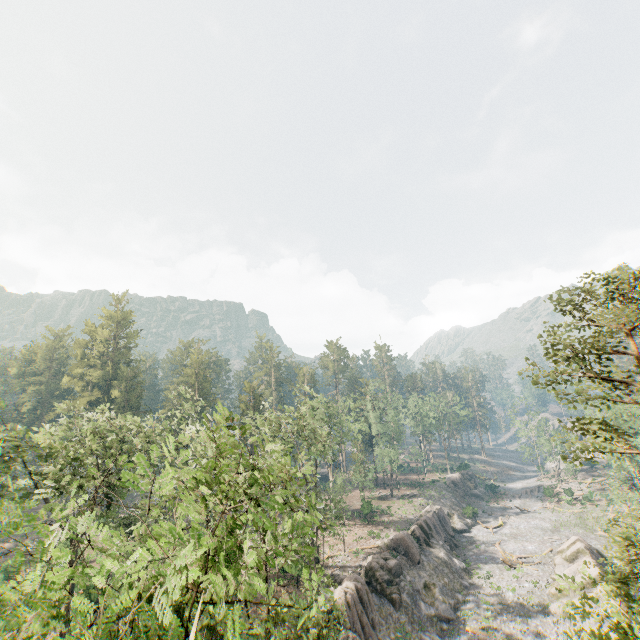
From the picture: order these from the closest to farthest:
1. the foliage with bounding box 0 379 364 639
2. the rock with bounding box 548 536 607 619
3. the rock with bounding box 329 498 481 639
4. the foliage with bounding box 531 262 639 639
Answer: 1. the foliage with bounding box 0 379 364 639
2. the foliage with bounding box 531 262 639 639
3. the rock with bounding box 329 498 481 639
4. the rock with bounding box 548 536 607 619

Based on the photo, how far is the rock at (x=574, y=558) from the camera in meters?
30.7 m

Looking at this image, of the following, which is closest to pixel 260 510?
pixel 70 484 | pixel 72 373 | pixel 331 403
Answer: pixel 70 484

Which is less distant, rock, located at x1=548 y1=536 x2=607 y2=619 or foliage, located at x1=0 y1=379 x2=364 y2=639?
foliage, located at x1=0 y1=379 x2=364 y2=639

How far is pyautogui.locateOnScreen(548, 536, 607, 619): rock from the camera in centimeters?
3067cm

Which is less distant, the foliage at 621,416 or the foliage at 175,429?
the foliage at 175,429

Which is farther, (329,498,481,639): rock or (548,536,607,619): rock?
(548,536,607,619): rock
